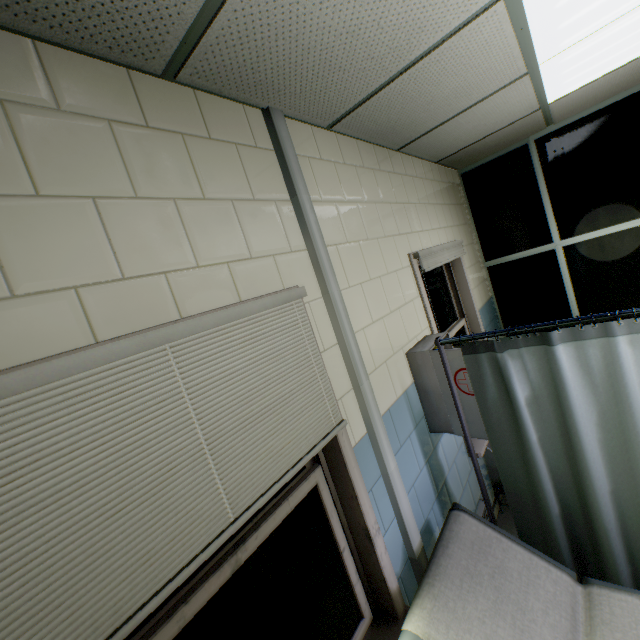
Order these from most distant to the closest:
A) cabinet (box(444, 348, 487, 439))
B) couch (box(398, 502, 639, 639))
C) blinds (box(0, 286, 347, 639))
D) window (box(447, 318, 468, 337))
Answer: window (box(447, 318, 468, 337)) < cabinet (box(444, 348, 487, 439)) < couch (box(398, 502, 639, 639)) < blinds (box(0, 286, 347, 639))

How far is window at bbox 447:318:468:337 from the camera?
3.2m

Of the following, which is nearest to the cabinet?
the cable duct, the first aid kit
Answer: the first aid kit

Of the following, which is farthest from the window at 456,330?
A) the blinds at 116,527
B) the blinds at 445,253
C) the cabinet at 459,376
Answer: the blinds at 116,527

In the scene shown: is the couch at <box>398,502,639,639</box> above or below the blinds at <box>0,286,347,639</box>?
below

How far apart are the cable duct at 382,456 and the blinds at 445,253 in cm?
110

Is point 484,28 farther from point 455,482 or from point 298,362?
point 455,482

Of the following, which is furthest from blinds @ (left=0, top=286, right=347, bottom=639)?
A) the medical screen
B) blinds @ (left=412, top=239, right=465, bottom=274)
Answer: blinds @ (left=412, top=239, right=465, bottom=274)
